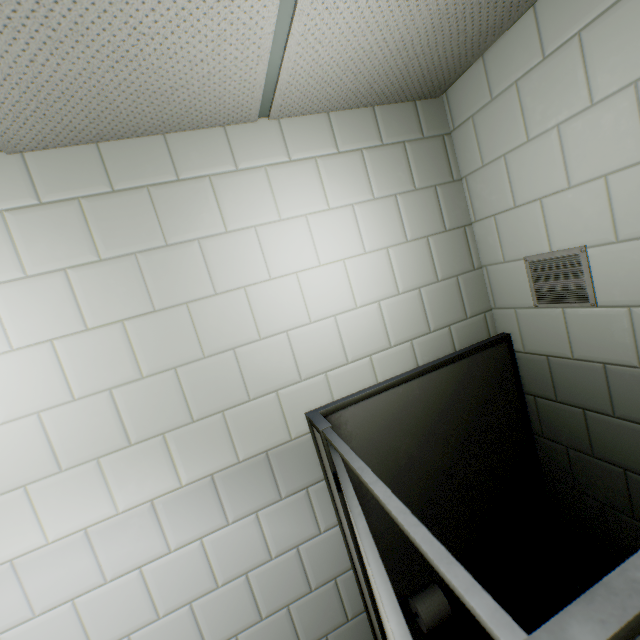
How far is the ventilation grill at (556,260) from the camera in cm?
132

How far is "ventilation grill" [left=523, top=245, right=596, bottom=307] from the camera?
1.3 meters

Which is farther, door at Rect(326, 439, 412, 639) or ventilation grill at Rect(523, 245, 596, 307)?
ventilation grill at Rect(523, 245, 596, 307)

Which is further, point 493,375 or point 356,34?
point 493,375

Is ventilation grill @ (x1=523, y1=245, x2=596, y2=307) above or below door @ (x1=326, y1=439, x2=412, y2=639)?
above

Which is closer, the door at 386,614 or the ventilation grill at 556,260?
the door at 386,614
